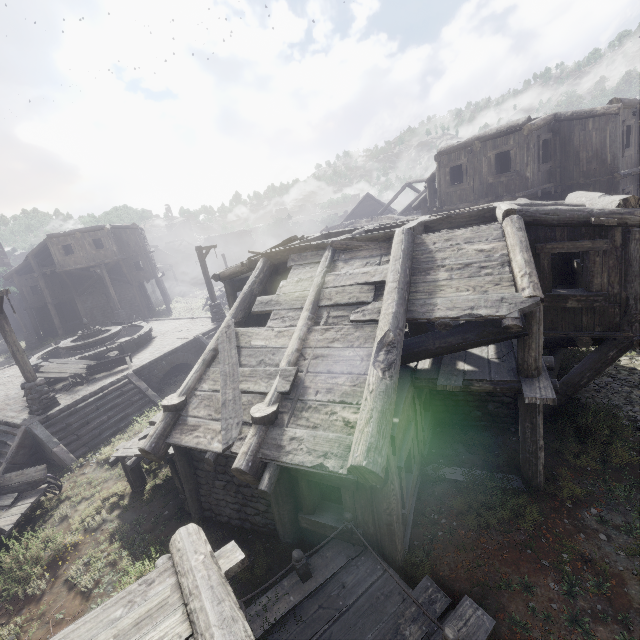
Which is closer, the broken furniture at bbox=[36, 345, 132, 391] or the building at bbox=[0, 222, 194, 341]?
the broken furniture at bbox=[36, 345, 132, 391]

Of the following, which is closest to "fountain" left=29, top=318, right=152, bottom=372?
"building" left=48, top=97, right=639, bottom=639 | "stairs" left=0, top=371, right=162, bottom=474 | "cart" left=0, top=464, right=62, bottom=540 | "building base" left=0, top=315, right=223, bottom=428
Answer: "building base" left=0, top=315, right=223, bottom=428

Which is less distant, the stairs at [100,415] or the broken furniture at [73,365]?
the stairs at [100,415]

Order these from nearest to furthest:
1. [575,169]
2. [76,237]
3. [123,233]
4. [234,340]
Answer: [234,340] < [575,169] < [76,237] < [123,233]

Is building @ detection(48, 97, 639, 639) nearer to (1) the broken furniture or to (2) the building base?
(2) the building base

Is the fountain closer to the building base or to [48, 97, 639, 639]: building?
the building base

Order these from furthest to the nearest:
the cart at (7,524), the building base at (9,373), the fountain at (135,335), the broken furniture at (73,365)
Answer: the fountain at (135,335) < the broken furniture at (73,365) < the building base at (9,373) < the cart at (7,524)

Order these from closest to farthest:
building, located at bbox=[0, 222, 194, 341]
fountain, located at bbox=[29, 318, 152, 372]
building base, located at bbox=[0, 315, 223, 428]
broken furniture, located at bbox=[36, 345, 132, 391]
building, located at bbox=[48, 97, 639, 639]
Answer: building, located at bbox=[48, 97, 639, 639] < building base, located at bbox=[0, 315, 223, 428] < broken furniture, located at bbox=[36, 345, 132, 391] < fountain, located at bbox=[29, 318, 152, 372] < building, located at bbox=[0, 222, 194, 341]
